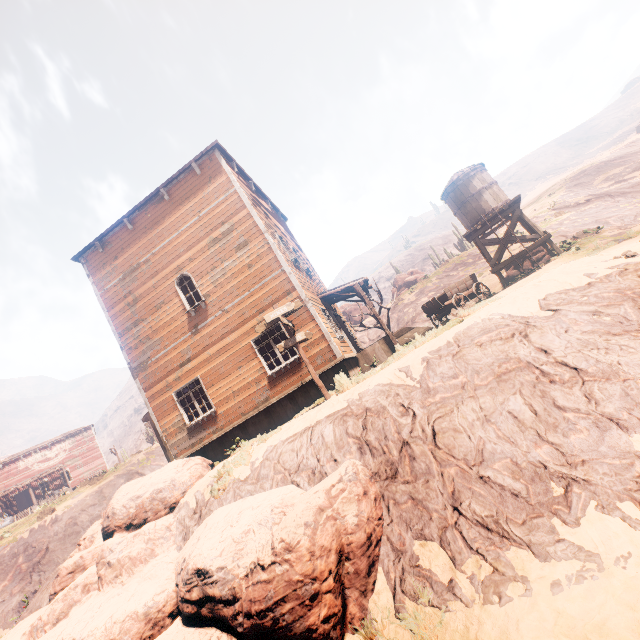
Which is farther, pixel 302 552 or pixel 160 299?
pixel 160 299

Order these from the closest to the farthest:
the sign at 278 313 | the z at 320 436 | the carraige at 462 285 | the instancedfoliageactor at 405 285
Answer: the z at 320 436
the sign at 278 313
the carraige at 462 285
the instancedfoliageactor at 405 285

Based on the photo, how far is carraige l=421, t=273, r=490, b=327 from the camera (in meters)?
15.55

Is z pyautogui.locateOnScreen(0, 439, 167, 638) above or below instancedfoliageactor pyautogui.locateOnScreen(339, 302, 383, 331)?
below

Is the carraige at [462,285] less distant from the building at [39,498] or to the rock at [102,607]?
the building at [39,498]

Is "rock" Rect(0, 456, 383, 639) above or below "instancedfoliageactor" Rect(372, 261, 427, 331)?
below

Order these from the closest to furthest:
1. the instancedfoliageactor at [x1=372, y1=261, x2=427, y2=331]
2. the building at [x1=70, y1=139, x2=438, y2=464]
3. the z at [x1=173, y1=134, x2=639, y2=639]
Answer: the z at [x1=173, y1=134, x2=639, y2=639]
the building at [x1=70, y1=139, x2=438, y2=464]
the instancedfoliageactor at [x1=372, y1=261, x2=427, y2=331]

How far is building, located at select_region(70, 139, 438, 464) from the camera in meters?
11.9
